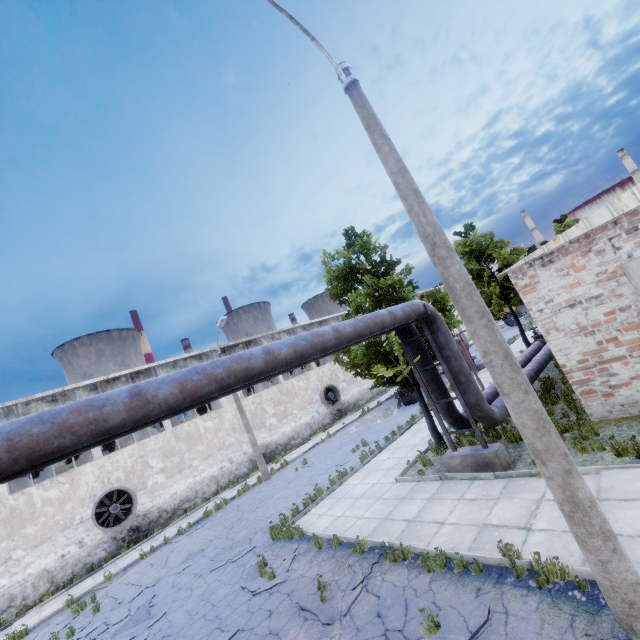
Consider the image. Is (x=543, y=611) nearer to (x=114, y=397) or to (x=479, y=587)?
(x=479, y=587)

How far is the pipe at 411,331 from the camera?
10.8m

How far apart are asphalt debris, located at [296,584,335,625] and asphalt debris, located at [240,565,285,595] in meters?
1.5

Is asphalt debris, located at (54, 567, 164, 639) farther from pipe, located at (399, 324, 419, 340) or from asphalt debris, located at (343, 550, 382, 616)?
pipe, located at (399, 324, 419, 340)

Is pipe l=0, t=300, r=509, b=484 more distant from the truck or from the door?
the truck

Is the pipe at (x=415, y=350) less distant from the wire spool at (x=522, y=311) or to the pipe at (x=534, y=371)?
the pipe at (x=534, y=371)

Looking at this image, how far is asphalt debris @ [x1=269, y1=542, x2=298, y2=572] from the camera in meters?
8.9

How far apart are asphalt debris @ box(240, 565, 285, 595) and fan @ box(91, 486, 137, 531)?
12.8m
